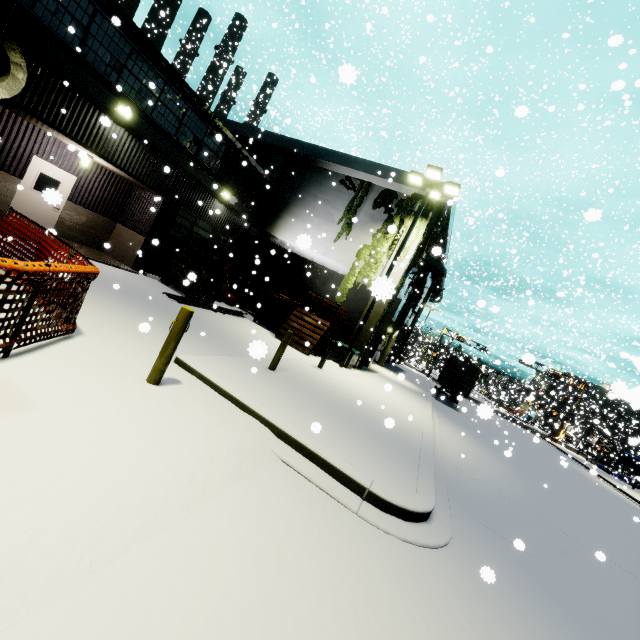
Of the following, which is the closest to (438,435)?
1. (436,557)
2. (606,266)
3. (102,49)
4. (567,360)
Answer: (436,557)

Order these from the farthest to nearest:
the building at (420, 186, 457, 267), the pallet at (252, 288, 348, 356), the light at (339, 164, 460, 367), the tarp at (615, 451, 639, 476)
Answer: the tarp at (615, 451, 639, 476), the pallet at (252, 288, 348, 356), the light at (339, 164, 460, 367), the building at (420, 186, 457, 267)

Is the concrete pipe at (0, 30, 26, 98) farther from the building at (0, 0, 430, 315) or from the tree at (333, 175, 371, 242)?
the tree at (333, 175, 371, 242)

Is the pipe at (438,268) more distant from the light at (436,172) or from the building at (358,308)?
the light at (436,172)

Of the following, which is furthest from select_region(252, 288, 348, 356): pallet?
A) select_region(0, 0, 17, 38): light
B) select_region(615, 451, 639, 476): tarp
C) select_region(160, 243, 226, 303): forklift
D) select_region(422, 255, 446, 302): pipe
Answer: select_region(615, 451, 639, 476): tarp

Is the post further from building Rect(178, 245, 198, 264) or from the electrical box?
the electrical box

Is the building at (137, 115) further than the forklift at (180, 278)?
No

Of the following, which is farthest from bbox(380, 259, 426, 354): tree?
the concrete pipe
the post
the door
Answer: the post
